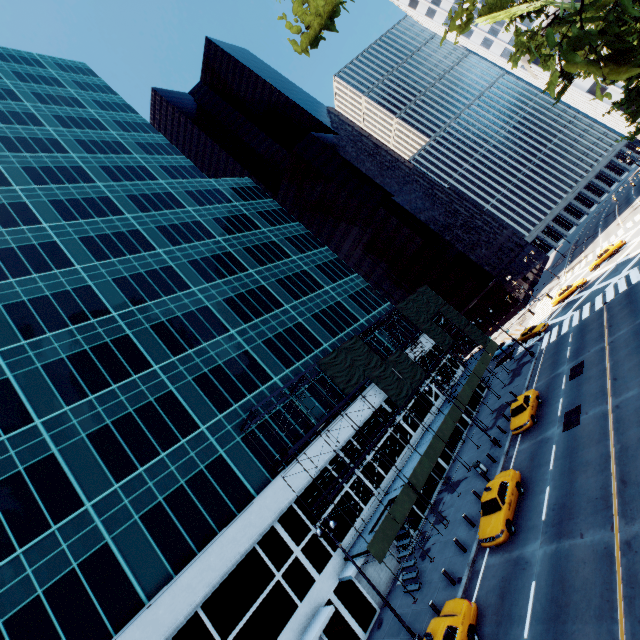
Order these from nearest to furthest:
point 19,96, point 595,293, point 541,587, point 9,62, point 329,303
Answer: point 541,587, point 595,293, point 329,303, point 19,96, point 9,62

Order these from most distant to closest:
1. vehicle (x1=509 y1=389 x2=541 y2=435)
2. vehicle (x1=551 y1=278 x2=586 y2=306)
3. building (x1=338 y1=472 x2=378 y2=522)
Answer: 1. vehicle (x1=551 y1=278 x2=586 y2=306)
2. building (x1=338 y1=472 x2=378 y2=522)
3. vehicle (x1=509 y1=389 x2=541 y2=435)

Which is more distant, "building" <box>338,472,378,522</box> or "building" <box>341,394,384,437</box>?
"building" <box>341,394,384,437</box>

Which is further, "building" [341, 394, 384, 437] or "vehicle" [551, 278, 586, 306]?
"vehicle" [551, 278, 586, 306]

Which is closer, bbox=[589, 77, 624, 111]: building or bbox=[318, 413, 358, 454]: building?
bbox=[318, 413, 358, 454]: building

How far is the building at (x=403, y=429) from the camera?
32.4m

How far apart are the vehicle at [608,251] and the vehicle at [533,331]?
12.4 meters

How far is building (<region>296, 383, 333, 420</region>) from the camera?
30.1 meters
